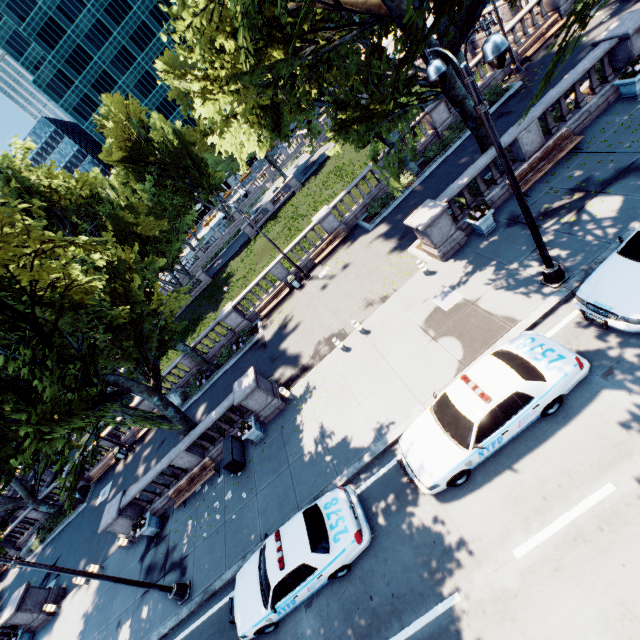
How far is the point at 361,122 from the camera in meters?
13.3 m

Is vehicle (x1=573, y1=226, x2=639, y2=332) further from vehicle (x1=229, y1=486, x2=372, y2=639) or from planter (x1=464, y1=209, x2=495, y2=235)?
vehicle (x1=229, y1=486, x2=372, y2=639)

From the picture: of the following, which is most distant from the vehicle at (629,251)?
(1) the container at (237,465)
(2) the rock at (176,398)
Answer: (2) the rock at (176,398)

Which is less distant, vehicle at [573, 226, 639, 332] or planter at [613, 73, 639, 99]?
vehicle at [573, 226, 639, 332]

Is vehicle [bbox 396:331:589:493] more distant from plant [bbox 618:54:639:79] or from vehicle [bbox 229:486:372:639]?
plant [bbox 618:54:639:79]

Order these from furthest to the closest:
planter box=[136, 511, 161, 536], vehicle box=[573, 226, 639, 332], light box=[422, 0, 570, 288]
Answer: planter box=[136, 511, 161, 536] < vehicle box=[573, 226, 639, 332] < light box=[422, 0, 570, 288]

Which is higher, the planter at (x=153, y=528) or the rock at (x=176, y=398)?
the rock at (x=176, y=398)

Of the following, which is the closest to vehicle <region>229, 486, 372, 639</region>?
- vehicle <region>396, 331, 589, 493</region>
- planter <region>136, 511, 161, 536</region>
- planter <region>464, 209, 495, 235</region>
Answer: vehicle <region>396, 331, 589, 493</region>
